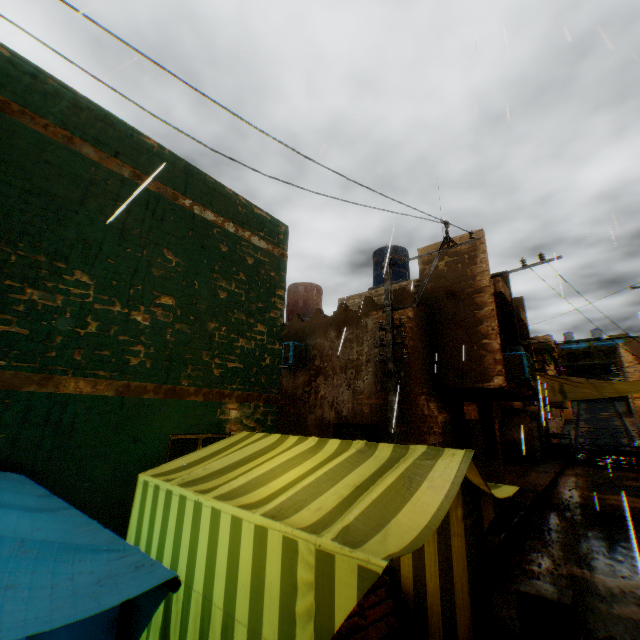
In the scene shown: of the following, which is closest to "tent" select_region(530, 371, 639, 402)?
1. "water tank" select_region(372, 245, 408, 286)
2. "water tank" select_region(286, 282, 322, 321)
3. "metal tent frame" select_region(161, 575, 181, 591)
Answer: "metal tent frame" select_region(161, 575, 181, 591)

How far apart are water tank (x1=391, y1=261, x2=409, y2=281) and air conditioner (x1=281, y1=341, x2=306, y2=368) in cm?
464

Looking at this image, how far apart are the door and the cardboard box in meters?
3.6

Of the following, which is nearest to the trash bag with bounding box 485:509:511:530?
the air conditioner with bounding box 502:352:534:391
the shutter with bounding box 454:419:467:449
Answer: the shutter with bounding box 454:419:467:449

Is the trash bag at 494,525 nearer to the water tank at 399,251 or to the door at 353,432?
the door at 353,432

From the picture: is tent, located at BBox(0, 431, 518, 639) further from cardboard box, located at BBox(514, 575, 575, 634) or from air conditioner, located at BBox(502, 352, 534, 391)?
cardboard box, located at BBox(514, 575, 575, 634)

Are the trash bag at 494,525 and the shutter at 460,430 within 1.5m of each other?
yes

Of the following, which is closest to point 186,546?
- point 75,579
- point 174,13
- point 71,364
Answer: point 75,579
